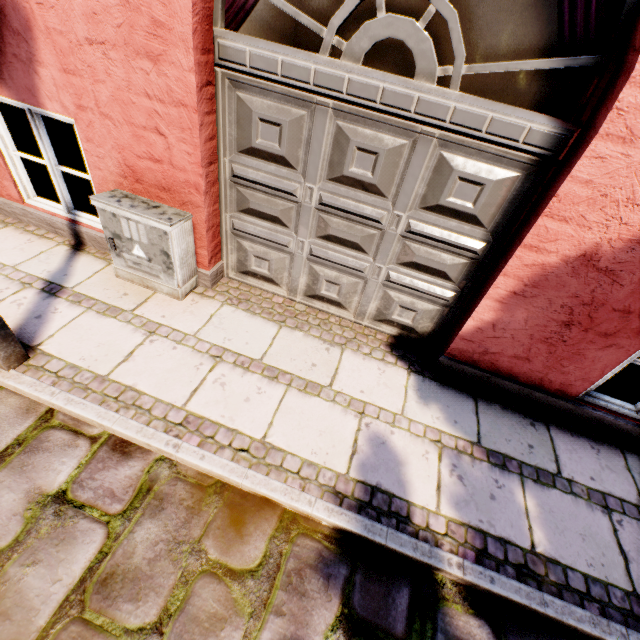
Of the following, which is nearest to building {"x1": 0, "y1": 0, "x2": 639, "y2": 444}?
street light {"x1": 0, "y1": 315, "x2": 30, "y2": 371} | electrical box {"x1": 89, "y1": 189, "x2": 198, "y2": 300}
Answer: electrical box {"x1": 89, "y1": 189, "x2": 198, "y2": 300}

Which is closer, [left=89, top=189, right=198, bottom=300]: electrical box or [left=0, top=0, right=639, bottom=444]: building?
[left=0, top=0, right=639, bottom=444]: building

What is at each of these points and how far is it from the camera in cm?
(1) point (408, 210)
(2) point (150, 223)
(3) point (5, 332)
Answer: (1) building, 257
(2) electrical box, 271
(3) street light, 227

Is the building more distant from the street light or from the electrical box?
the street light

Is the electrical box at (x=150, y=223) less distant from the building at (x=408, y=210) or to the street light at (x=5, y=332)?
the building at (x=408, y=210)

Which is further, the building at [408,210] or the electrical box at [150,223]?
the electrical box at [150,223]

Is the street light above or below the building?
below
